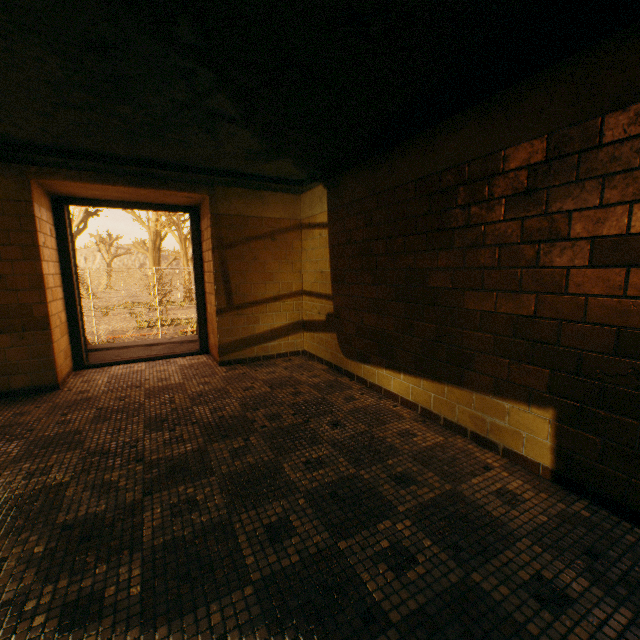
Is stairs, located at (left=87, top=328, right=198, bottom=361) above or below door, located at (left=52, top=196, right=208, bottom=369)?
below

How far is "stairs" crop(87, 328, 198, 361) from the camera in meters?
5.2

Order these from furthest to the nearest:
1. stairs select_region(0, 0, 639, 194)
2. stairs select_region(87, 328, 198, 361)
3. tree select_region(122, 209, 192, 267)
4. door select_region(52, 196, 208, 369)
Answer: tree select_region(122, 209, 192, 267)
stairs select_region(87, 328, 198, 361)
door select_region(52, 196, 208, 369)
stairs select_region(0, 0, 639, 194)

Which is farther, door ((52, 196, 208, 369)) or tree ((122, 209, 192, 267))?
tree ((122, 209, 192, 267))

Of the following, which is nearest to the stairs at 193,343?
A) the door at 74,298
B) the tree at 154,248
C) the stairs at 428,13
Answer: the door at 74,298

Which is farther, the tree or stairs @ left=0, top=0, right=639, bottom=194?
the tree

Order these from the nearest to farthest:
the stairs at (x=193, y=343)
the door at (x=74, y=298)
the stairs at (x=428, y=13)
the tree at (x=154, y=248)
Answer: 1. the stairs at (x=428, y=13)
2. the door at (x=74, y=298)
3. the stairs at (x=193, y=343)
4. the tree at (x=154, y=248)

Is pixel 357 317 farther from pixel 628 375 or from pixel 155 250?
pixel 155 250
